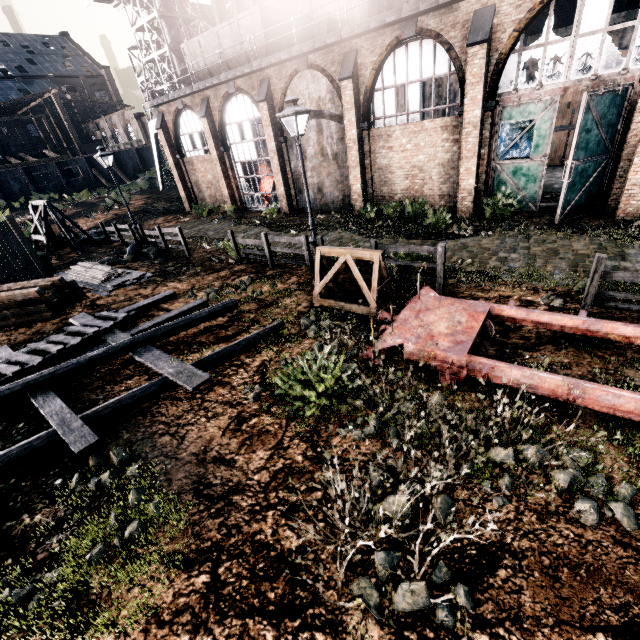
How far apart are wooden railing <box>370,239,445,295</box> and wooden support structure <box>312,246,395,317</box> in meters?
0.7 m

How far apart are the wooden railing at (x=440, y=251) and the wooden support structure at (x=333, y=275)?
0.7 meters

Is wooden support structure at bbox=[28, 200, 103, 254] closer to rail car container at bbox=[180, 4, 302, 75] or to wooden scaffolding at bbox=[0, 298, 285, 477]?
wooden scaffolding at bbox=[0, 298, 285, 477]

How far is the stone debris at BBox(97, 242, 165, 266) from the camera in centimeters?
1750cm

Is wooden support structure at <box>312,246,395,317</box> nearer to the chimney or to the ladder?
the ladder

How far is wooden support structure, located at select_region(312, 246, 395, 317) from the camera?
8.8 meters

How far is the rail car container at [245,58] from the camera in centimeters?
2044cm

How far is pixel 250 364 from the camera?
7.9 meters
